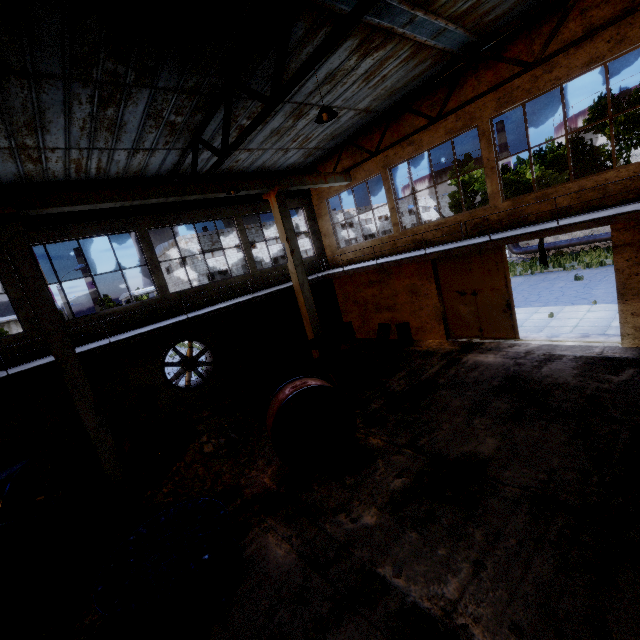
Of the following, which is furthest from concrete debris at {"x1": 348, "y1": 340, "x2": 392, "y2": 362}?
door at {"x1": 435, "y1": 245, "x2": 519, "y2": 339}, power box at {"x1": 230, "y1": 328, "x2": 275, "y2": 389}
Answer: door at {"x1": 435, "y1": 245, "x2": 519, "y2": 339}

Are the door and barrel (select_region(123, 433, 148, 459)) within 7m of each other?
no

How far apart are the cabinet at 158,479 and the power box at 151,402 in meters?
3.4

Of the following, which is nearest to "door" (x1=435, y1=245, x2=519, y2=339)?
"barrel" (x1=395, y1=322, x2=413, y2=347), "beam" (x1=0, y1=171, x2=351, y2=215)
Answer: "barrel" (x1=395, y1=322, x2=413, y2=347)

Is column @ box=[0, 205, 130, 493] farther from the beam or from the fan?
the fan

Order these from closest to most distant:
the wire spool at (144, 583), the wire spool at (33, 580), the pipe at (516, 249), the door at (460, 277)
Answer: the wire spool at (144, 583)
the wire spool at (33, 580)
the door at (460, 277)
the pipe at (516, 249)

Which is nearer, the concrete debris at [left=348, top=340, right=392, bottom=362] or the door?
the door

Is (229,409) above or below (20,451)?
below
